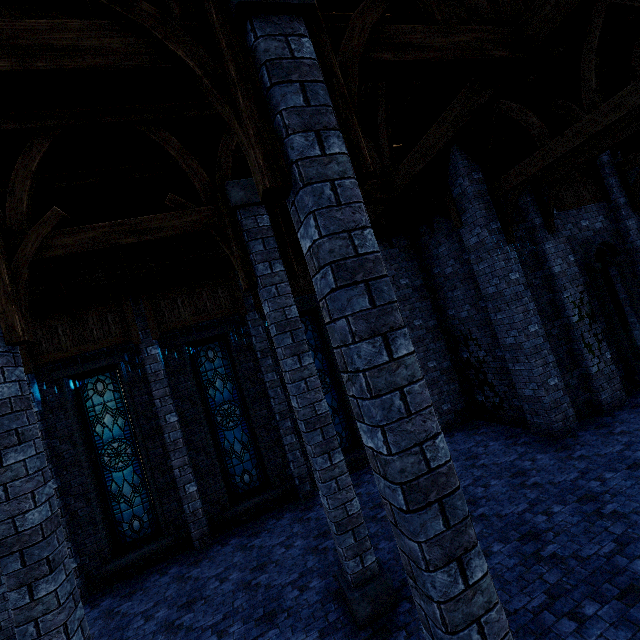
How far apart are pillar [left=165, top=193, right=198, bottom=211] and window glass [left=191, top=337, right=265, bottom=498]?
5.21m

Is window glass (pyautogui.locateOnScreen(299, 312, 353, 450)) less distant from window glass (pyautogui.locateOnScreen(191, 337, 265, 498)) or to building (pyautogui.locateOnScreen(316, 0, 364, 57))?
building (pyautogui.locateOnScreen(316, 0, 364, 57))

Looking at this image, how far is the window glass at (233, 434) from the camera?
9.5 meters

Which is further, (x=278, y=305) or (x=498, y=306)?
(x=498, y=306)

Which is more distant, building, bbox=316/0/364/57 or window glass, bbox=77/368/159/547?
window glass, bbox=77/368/159/547

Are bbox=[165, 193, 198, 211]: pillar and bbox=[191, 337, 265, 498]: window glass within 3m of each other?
no

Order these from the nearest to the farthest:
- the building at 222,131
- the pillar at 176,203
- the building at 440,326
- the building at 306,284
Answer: the building at 222,131 → the building at 440,326 → the pillar at 176,203 → the building at 306,284
